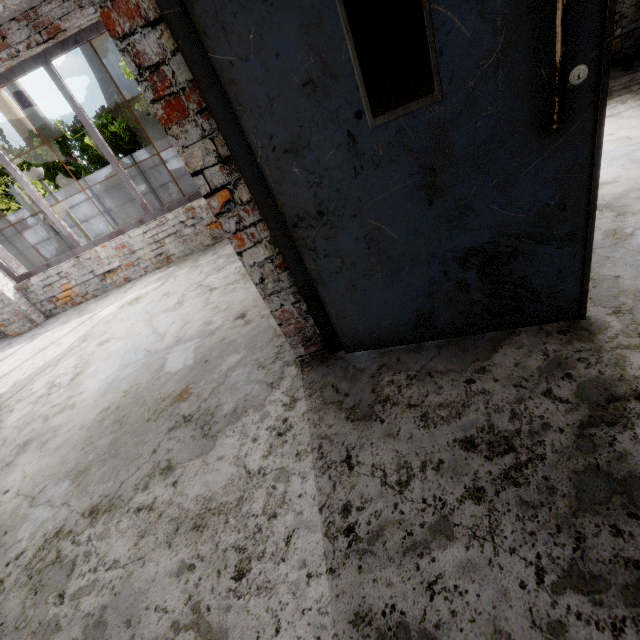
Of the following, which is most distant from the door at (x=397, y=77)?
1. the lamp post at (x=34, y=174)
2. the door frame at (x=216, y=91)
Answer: the lamp post at (x=34, y=174)

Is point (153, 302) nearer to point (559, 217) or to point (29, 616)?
point (29, 616)

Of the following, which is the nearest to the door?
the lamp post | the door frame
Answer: the door frame

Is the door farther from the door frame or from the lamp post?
the lamp post

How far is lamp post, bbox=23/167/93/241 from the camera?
5.9m

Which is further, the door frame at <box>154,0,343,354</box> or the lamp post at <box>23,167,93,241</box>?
the lamp post at <box>23,167,93,241</box>

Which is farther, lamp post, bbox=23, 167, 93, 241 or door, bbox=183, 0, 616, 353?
lamp post, bbox=23, 167, 93, 241

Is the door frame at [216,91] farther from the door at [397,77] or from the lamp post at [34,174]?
the lamp post at [34,174]
